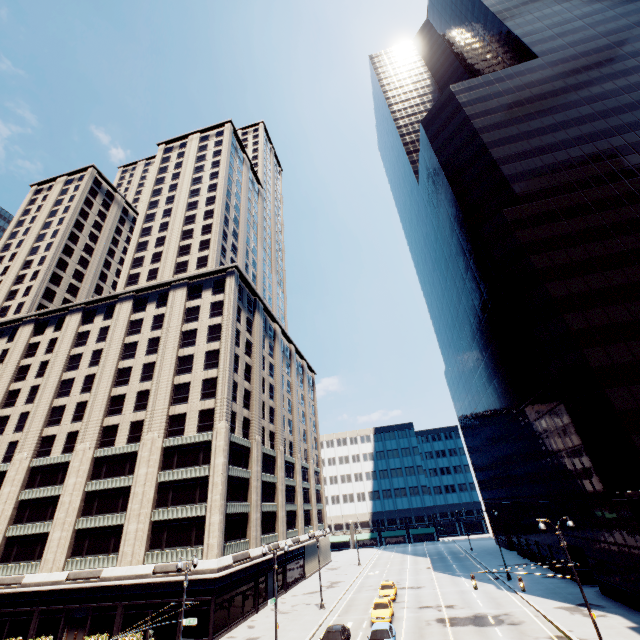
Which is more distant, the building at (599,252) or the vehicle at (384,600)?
the building at (599,252)

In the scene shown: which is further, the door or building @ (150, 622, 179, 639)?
the door

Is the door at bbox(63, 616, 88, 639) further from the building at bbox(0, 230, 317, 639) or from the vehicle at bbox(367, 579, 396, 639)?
the vehicle at bbox(367, 579, 396, 639)

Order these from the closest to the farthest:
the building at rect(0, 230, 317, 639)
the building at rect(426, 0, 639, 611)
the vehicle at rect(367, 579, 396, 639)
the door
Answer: the vehicle at rect(367, 579, 396, 639)
the building at rect(426, 0, 639, 611)
the door
the building at rect(0, 230, 317, 639)

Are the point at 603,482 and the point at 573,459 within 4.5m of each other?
yes

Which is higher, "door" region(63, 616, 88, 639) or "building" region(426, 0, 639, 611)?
"building" region(426, 0, 639, 611)

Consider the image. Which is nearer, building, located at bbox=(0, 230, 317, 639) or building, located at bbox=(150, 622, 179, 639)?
building, located at bbox=(150, 622, 179, 639)

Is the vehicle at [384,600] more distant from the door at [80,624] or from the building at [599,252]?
the door at [80,624]
